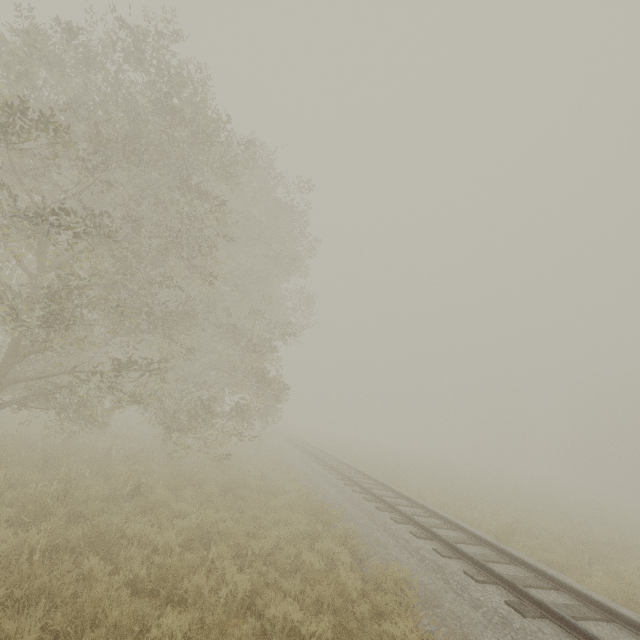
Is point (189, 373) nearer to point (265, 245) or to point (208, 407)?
point (208, 407)

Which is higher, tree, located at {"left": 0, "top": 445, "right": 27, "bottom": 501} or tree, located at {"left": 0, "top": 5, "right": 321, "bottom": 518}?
tree, located at {"left": 0, "top": 5, "right": 321, "bottom": 518}

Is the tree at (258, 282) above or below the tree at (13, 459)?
above
